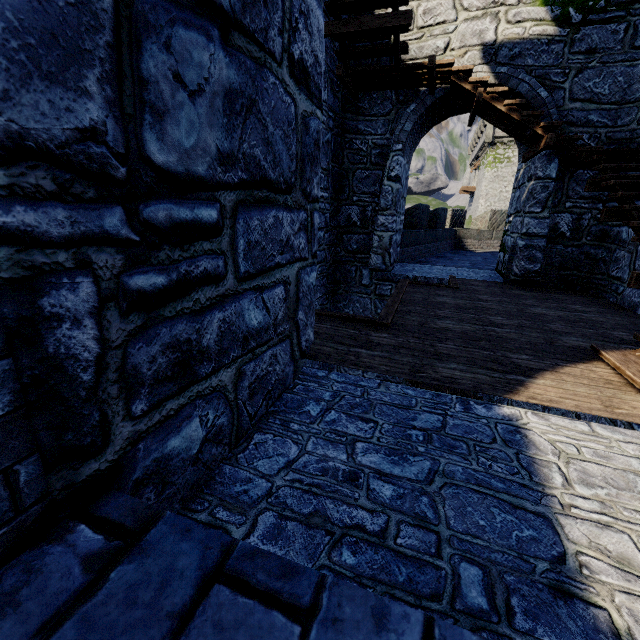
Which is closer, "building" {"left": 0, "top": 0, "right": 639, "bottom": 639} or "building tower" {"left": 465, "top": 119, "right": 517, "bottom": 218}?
"building" {"left": 0, "top": 0, "right": 639, "bottom": 639}

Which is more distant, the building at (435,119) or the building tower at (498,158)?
the building tower at (498,158)

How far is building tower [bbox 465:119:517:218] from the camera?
35.1 meters

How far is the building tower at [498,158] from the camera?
35.1m

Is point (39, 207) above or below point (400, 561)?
above
